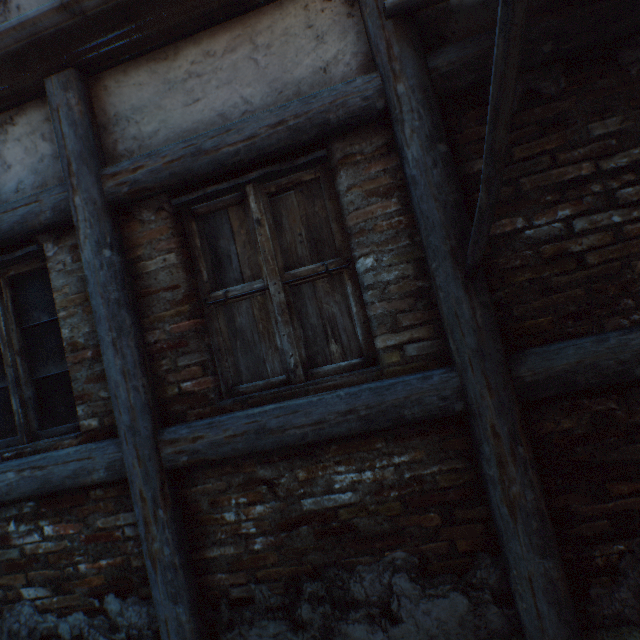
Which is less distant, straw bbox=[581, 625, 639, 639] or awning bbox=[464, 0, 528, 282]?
awning bbox=[464, 0, 528, 282]

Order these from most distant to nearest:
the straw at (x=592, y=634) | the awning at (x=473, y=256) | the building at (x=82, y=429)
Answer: the building at (x=82, y=429)
the straw at (x=592, y=634)
the awning at (x=473, y=256)

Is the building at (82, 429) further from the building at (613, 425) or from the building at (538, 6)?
the building at (613, 425)

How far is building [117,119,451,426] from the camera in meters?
1.8 m

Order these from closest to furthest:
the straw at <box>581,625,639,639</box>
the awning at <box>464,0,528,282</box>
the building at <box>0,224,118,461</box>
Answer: the awning at <box>464,0,528,282</box>, the straw at <box>581,625,639,639</box>, the building at <box>0,224,118,461</box>

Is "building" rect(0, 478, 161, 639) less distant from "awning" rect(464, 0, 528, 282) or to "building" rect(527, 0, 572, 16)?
"building" rect(527, 0, 572, 16)

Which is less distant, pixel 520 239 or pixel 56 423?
pixel 520 239

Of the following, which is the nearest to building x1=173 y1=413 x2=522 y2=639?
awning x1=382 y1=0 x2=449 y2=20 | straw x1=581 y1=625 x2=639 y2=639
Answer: straw x1=581 y1=625 x2=639 y2=639
